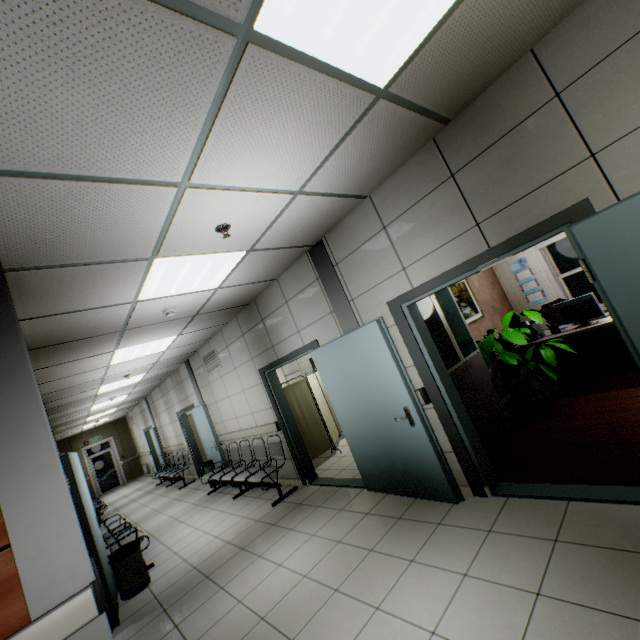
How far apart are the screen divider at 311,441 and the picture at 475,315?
3.14m

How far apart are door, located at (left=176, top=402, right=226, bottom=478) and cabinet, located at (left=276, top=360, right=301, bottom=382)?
1.8 meters

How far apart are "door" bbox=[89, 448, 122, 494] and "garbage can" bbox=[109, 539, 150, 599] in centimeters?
1473cm

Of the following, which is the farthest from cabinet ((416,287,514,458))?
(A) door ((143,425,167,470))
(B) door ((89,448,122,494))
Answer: (B) door ((89,448,122,494))

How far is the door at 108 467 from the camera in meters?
16.0 m

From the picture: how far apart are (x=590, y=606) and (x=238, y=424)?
6.3m

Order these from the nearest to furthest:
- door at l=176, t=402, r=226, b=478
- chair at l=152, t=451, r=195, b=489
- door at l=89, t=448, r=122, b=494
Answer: door at l=176, t=402, r=226, b=478 → chair at l=152, t=451, r=195, b=489 → door at l=89, t=448, r=122, b=494

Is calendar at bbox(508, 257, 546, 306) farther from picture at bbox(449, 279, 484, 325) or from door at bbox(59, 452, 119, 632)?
door at bbox(59, 452, 119, 632)
